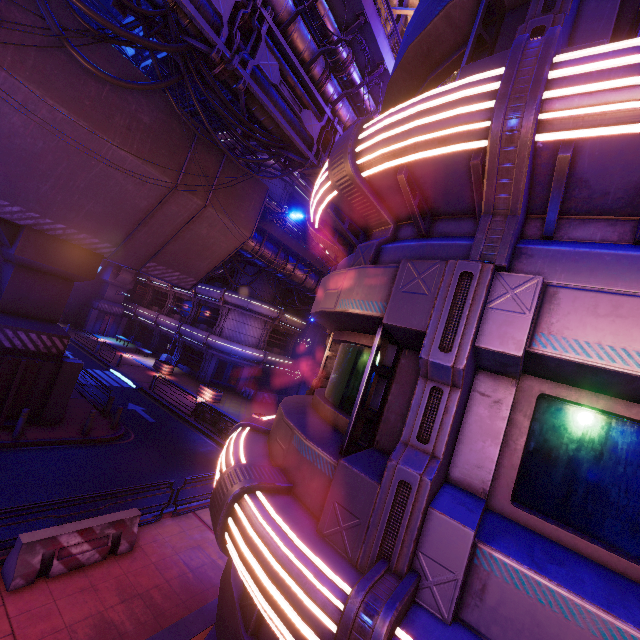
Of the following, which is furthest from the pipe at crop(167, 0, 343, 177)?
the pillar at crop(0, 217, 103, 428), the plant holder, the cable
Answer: the plant holder

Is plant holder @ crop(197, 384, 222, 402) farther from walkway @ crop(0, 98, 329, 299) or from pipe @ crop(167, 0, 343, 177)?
pipe @ crop(167, 0, 343, 177)

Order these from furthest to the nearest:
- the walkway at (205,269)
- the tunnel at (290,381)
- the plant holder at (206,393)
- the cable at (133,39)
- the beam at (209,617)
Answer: the tunnel at (290,381) → the plant holder at (206,393) → the walkway at (205,269) → the cable at (133,39) → the beam at (209,617)

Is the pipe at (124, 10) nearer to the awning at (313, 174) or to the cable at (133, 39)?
the cable at (133, 39)

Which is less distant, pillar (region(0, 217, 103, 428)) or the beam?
the beam

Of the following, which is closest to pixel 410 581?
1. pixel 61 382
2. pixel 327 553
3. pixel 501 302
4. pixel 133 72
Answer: pixel 327 553

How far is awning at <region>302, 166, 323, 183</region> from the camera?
11.57m

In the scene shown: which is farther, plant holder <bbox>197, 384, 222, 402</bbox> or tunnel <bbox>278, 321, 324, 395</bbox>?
tunnel <bbox>278, 321, 324, 395</bbox>
